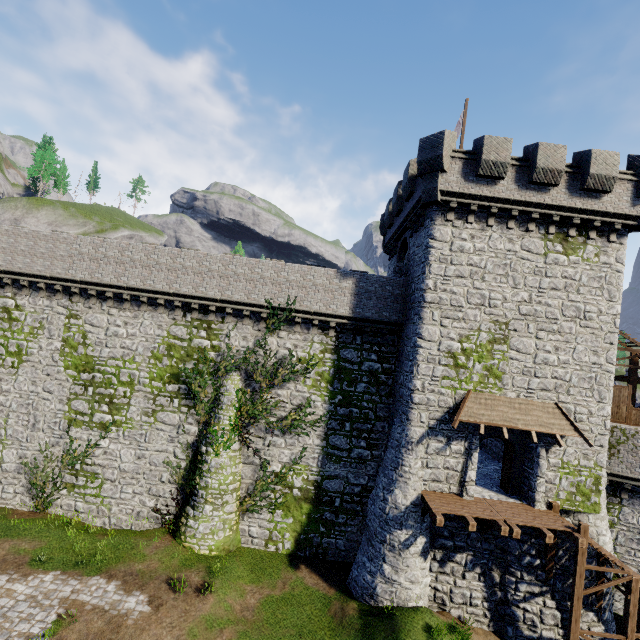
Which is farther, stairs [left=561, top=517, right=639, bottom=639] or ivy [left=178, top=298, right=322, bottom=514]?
ivy [left=178, top=298, right=322, bottom=514]

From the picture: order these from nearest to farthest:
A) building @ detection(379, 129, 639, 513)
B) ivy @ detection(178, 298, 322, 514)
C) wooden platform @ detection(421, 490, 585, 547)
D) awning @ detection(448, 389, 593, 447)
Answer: wooden platform @ detection(421, 490, 585, 547) < awning @ detection(448, 389, 593, 447) < building @ detection(379, 129, 639, 513) < ivy @ detection(178, 298, 322, 514)

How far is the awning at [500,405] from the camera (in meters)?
14.62

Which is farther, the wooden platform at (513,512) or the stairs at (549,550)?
the stairs at (549,550)

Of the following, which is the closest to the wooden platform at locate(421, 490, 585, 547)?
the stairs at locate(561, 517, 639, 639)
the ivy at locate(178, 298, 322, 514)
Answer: the stairs at locate(561, 517, 639, 639)

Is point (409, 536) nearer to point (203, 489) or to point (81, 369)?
point (203, 489)

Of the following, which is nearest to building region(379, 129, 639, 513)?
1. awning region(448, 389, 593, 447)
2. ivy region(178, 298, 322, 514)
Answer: awning region(448, 389, 593, 447)

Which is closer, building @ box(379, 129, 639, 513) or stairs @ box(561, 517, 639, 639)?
→ stairs @ box(561, 517, 639, 639)
